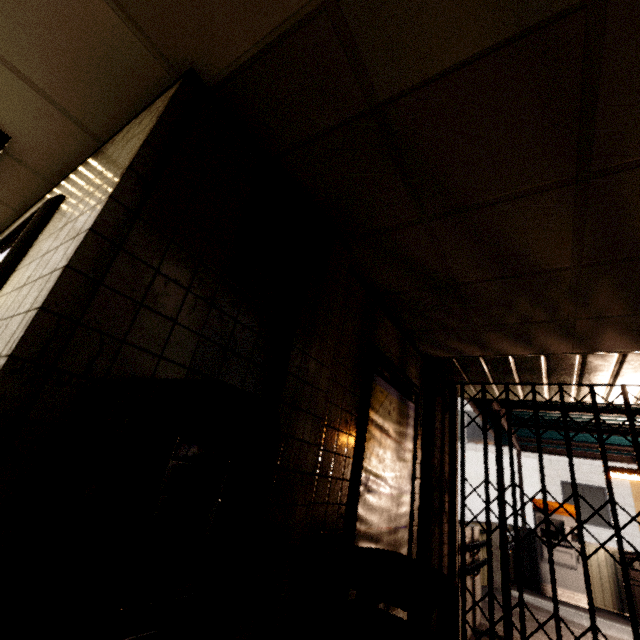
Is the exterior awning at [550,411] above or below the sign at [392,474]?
above

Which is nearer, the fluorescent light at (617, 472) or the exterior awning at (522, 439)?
the fluorescent light at (617, 472)

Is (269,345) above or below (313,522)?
above

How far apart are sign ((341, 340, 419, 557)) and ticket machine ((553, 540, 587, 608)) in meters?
6.8

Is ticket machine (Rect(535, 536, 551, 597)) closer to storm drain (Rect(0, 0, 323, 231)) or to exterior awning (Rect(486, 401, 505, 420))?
exterior awning (Rect(486, 401, 505, 420))

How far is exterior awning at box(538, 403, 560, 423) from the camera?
5.1 meters

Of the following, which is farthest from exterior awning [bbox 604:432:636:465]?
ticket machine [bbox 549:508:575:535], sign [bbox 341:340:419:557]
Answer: sign [bbox 341:340:419:557]

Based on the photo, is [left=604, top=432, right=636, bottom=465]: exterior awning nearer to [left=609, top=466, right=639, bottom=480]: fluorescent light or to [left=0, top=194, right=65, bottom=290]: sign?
[left=609, top=466, right=639, bottom=480]: fluorescent light
